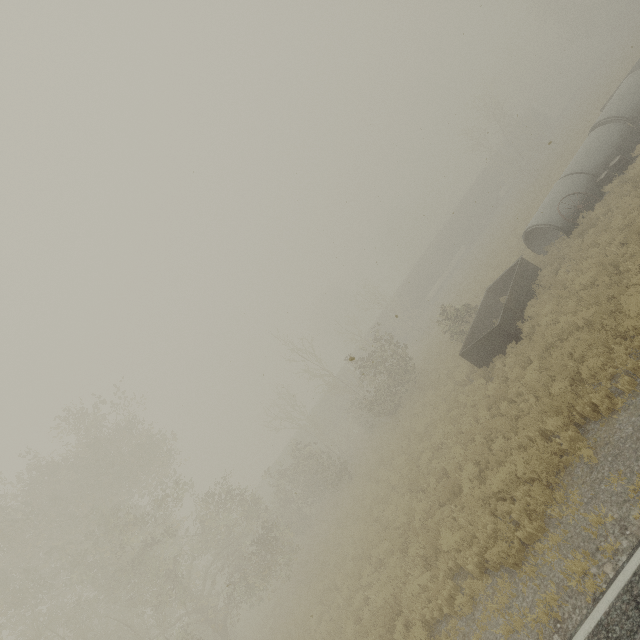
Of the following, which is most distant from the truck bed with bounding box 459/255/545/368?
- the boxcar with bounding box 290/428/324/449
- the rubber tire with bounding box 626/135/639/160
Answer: the boxcar with bounding box 290/428/324/449

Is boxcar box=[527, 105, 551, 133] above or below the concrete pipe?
→ above

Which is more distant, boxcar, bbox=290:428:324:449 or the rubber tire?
boxcar, bbox=290:428:324:449

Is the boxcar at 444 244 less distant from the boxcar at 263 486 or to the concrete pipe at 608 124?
the boxcar at 263 486

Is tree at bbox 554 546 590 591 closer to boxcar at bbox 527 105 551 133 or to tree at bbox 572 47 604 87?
boxcar at bbox 527 105 551 133

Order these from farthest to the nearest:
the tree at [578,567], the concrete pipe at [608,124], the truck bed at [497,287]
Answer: the concrete pipe at [608,124] → the truck bed at [497,287] → the tree at [578,567]

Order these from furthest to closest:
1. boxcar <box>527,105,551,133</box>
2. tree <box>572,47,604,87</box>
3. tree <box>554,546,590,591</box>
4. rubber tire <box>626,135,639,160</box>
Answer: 1. tree <box>572,47,604,87</box>
2. boxcar <box>527,105,551,133</box>
3. rubber tire <box>626,135,639,160</box>
4. tree <box>554,546,590,591</box>

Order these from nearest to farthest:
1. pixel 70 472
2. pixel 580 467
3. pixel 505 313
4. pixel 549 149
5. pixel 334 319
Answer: pixel 580 467 → pixel 505 313 → pixel 70 472 → pixel 334 319 → pixel 549 149
